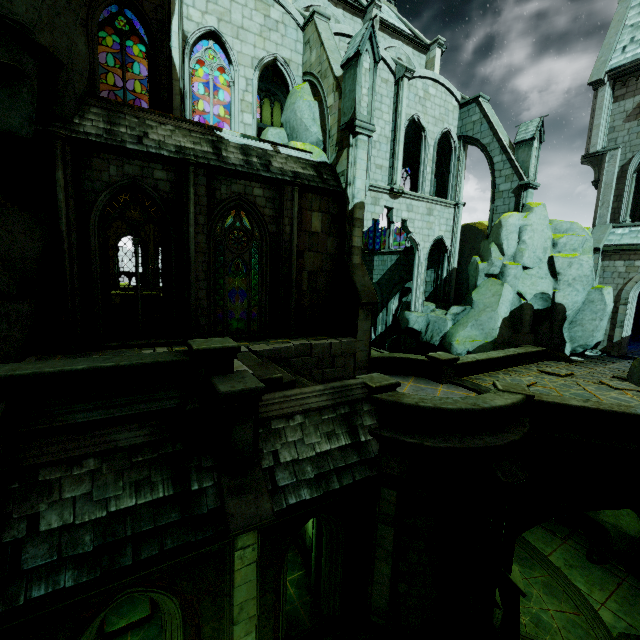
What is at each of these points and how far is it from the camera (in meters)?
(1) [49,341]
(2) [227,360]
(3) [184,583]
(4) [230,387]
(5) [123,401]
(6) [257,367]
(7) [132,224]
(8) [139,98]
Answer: (1) brick, 8.77
(2) column base, 6.89
(3) arch part, 6.09
(4) stone column, 6.17
(5) wall trim, 6.06
(6) stair, 8.50
(7) window, 9.61
(8) building, 22.61

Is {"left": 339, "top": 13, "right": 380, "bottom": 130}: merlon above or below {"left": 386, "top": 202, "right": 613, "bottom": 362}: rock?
above

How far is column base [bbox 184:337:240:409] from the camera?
6.5m

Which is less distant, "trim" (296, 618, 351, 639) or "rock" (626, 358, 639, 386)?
"trim" (296, 618, 351, 639)

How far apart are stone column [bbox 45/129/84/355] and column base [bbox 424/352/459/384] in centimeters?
1169cm

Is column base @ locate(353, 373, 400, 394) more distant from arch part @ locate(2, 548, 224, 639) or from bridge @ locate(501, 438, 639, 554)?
arch part @ locate(2, 548, 224, 639)

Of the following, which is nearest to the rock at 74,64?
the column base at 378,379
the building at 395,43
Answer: the building at 395,43

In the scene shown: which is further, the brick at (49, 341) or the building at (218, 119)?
the building at (218, 119)
